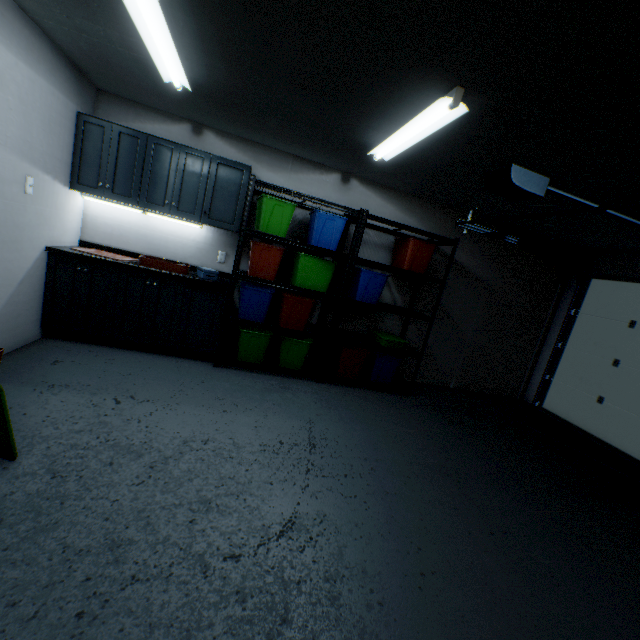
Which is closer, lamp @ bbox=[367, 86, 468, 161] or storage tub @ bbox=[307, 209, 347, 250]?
lamp @ bbox=[367, 86, 468, 161]

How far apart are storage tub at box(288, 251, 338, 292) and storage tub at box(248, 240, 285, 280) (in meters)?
0.11

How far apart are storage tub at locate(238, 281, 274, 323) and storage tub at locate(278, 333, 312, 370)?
0.3m

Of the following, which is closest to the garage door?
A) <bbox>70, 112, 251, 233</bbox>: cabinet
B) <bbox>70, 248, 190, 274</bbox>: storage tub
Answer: <bbox>70, 112, 251, 233</bbox>: cabinet

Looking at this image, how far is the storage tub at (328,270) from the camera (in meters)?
3.46

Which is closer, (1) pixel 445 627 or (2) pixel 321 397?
(1) pixel 445 627

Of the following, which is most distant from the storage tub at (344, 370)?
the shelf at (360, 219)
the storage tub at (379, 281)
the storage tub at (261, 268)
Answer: the storage tub at (261, 268)

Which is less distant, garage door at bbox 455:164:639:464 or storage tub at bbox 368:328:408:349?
garage door at bbox 455:164:639:464
